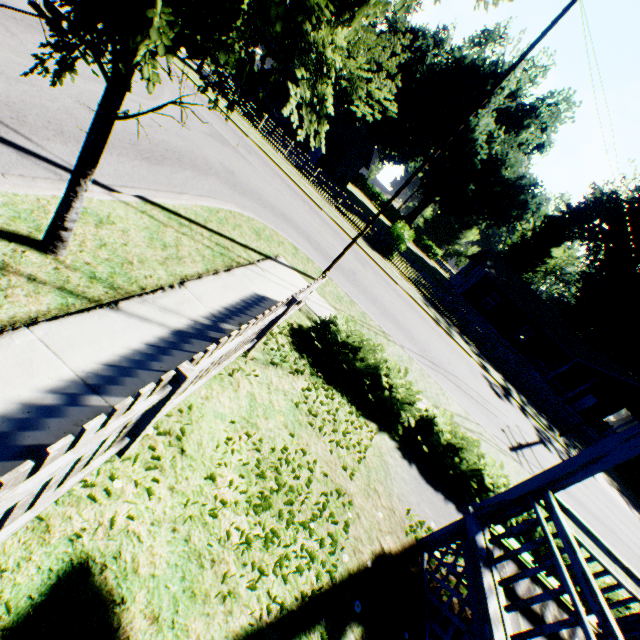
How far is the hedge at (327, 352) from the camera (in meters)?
6.56

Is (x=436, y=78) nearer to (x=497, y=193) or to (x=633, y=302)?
(x=497, y=193)

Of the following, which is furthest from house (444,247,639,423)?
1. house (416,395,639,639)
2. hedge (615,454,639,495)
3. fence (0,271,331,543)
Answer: fence (0,271,331,543)

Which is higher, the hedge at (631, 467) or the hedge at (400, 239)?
the hedge at (400, 239)

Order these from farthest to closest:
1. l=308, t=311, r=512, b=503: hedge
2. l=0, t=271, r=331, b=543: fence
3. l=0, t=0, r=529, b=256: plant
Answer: l=308, t=311, r=512, b=503: hedge → l=0, t=0, r=529, b=256: plant → l=0, t=271, r=331, b=543: fence

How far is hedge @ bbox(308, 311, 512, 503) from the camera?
6.6 meters

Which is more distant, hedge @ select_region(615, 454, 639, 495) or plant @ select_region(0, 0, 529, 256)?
hedge @ select_region(615, 454, 639, 495)

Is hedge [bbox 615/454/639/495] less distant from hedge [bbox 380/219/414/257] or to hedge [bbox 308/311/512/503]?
hedge [bbox 380/219/414/257]
